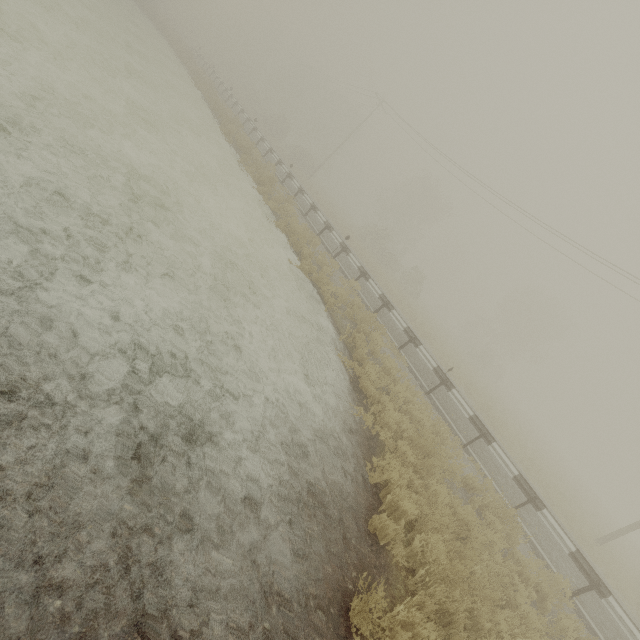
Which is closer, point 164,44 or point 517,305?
point 164,44
